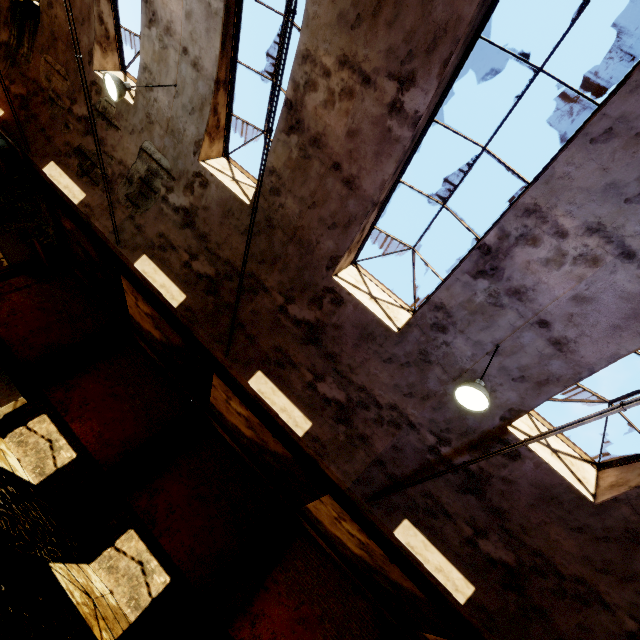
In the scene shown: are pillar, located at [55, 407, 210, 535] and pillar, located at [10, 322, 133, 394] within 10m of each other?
yes

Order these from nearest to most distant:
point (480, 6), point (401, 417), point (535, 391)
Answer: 1. point (480, 6)
2. point (535, 391)
3. point (401, 417)

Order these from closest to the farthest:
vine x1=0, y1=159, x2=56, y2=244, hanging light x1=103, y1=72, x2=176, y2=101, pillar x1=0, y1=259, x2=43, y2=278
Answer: hanging light x1=103, y1=72, x2=176, y2=101 → vine x1=0, y1=159, x2=56, y2=244 → pillar x1=0, y1=259, x2=43, y2=278

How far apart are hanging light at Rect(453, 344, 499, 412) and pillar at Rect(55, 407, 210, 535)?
9.9m

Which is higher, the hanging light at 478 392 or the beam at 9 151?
the hanging light at 478 392

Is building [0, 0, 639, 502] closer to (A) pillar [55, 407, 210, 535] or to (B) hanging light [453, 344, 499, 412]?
(B) hanging light [453, 344, 499, 412]

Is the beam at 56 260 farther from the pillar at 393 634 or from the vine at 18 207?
the pillar at 393 634

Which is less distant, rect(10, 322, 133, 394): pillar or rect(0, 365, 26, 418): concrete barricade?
rect(0, 365, 26, 418): concrete barricade
